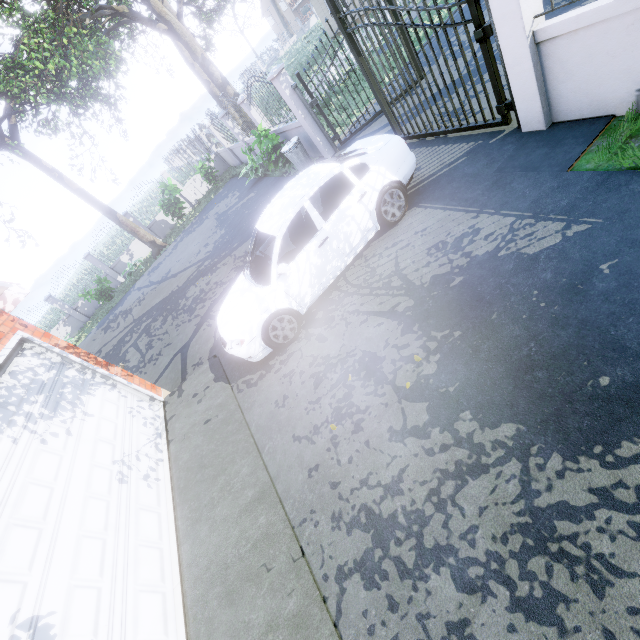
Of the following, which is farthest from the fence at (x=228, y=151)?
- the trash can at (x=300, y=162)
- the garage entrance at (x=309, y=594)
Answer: the garage entrance at (x=309, y=594)

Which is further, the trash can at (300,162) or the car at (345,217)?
the trash can at (300,162)

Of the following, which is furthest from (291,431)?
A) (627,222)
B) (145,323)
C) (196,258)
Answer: (196,258)

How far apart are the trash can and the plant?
9.5m

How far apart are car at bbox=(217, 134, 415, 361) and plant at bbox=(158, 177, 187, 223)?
13.3 meters

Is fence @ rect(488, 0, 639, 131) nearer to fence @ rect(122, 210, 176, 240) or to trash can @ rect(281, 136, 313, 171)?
fence @ rect(122, 210, 176, 240)

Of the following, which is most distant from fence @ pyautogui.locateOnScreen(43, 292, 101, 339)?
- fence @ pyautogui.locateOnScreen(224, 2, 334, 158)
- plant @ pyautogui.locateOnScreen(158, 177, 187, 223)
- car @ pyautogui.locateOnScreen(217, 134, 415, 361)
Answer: fence @ pyautogui.locateOnScreen(224, 2, 334, 158)
